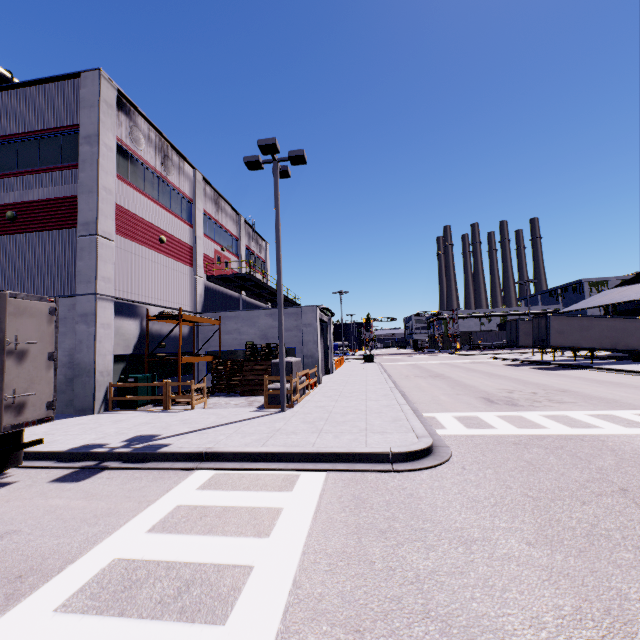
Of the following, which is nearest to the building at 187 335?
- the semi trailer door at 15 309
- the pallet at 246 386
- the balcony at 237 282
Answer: the balcony at 237 282

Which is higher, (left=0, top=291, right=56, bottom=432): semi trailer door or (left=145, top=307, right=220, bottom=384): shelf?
(left=145, top=307, right=220, bottom=384): shelf

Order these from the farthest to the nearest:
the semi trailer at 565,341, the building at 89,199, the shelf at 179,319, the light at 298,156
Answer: the semi trailer at 565,341 < the shelf at 179,319 < the building at 89,199 < the light at 298,156

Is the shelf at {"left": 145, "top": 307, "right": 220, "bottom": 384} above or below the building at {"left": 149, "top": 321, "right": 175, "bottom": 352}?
above

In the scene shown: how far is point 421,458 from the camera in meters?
7.0

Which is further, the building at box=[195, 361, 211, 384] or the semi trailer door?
the building at box=[195, 361, 211, 384]

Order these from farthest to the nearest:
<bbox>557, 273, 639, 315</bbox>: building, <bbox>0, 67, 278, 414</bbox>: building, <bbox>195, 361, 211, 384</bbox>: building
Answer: <bbox>557, 273, 639, 315</bbox>: building, <bbox>195, 361, 211, 384</bbox>: building, <bbox>0, 67, 278, 414</bbox>: building

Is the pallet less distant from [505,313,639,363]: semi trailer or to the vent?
[505,313,639,363]: semi trailer
